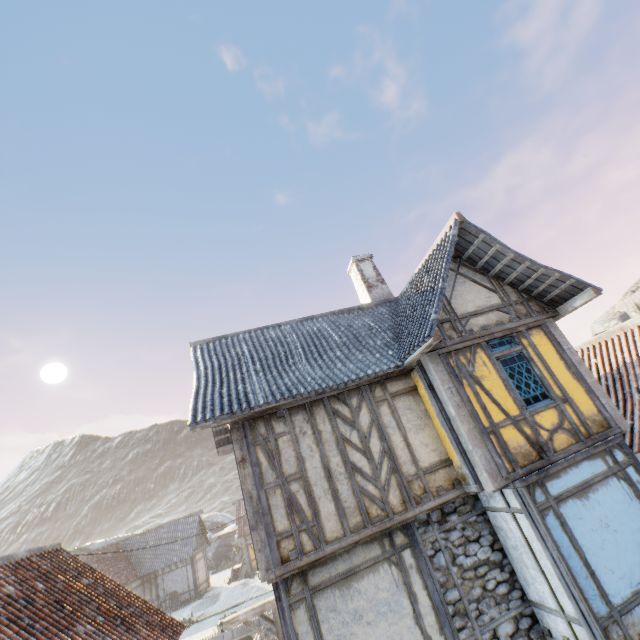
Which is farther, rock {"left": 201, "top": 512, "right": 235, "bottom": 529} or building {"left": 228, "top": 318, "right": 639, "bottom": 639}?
rock {"left": 201, "top": 512, "right": 235, "bottom": 529}

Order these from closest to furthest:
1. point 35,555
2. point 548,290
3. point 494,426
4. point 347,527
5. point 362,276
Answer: point 347,527
point 494,426
point 35,555
point 548,290
point 362,276

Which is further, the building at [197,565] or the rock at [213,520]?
the rock at [213,520]

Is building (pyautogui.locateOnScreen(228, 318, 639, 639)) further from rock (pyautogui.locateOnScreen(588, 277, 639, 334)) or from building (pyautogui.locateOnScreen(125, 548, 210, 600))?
building (pyautogui.locateOnScreen(125, 548, 210, 600))

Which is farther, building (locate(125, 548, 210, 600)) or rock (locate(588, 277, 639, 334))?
rock (locate(588, 277, 639, 334))

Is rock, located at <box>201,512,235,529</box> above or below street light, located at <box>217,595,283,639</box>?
above

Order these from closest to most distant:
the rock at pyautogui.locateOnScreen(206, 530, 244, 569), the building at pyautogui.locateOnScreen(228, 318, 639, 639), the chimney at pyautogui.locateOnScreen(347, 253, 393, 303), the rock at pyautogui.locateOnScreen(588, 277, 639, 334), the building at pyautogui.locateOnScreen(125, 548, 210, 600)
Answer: A: the building at pyautogui.locateOnScreen(228, 318, 639, 639) < the chimney at pyautogui.locateOnScreen(347, 253, 393, 303) < the building at pyautogui.locateOnScreen(125, 548, 210, 600) < the rock at pyautogui.locateOnScreen(206, 530, 244, 569) < the rock at pyautogui.locateOnScreen(588, 277, 639, 334)

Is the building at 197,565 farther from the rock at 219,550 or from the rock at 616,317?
the rock at 616,317
